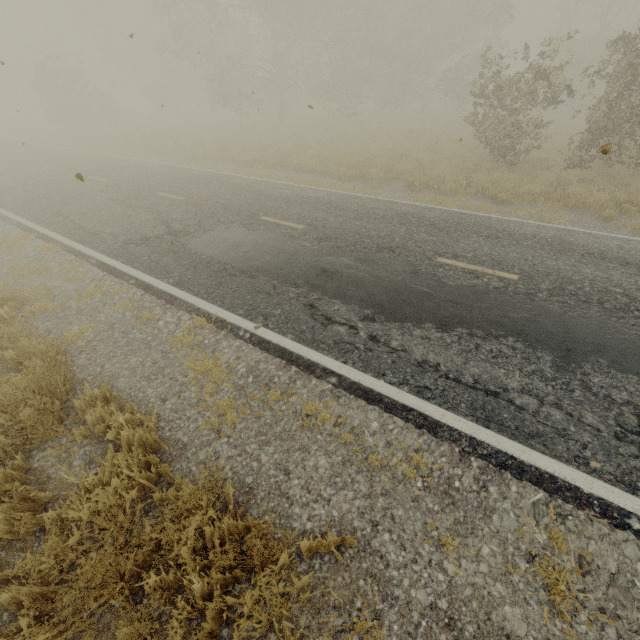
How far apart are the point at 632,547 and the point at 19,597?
5.1 meters
